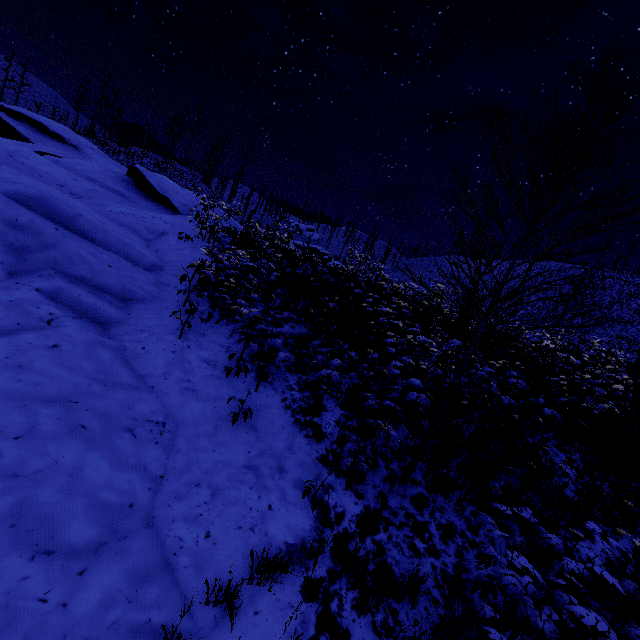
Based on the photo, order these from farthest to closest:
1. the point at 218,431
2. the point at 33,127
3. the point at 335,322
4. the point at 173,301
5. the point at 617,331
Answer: the point at 617,331 < the point at 33,127 < the point at 335,322 < the point at 173,301 < the point at 218,431
